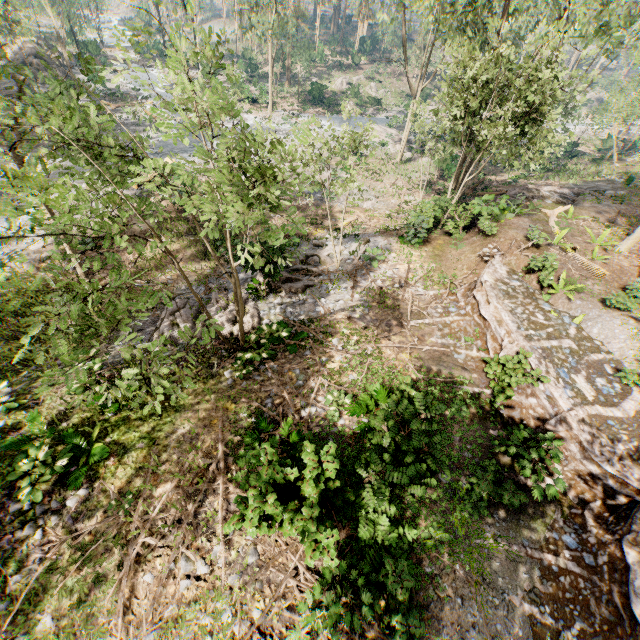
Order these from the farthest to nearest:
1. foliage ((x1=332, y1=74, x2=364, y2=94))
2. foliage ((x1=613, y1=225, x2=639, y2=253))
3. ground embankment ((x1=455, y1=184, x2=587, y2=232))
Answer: foliage ((x1=332, y1=74, x2=364, y2=94)), ground embankment ((x1=455, y1=184, x2=587, y2=232)), foliage ((x1=613, y1=225, x2=639, y2=253))

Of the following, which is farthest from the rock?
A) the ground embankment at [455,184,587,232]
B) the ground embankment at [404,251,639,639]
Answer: the ground embankment at [455,184,587,232]

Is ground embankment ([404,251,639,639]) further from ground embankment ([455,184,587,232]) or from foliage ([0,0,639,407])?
ground embankment ([455,184,587,232])

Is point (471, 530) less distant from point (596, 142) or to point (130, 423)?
point (130, 423)

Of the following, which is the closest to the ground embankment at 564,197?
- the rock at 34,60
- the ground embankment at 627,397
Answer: the ground embankment at 627,397

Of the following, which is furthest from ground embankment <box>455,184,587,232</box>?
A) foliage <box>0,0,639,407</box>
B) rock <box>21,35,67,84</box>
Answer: rock <box>21,35,67,84</box>

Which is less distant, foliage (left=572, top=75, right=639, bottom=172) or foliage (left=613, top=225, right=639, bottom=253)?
foliage (left=613, top=225, right=639, bottom=253)

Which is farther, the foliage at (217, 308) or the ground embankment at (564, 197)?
the ground embankment at (564, 197)
